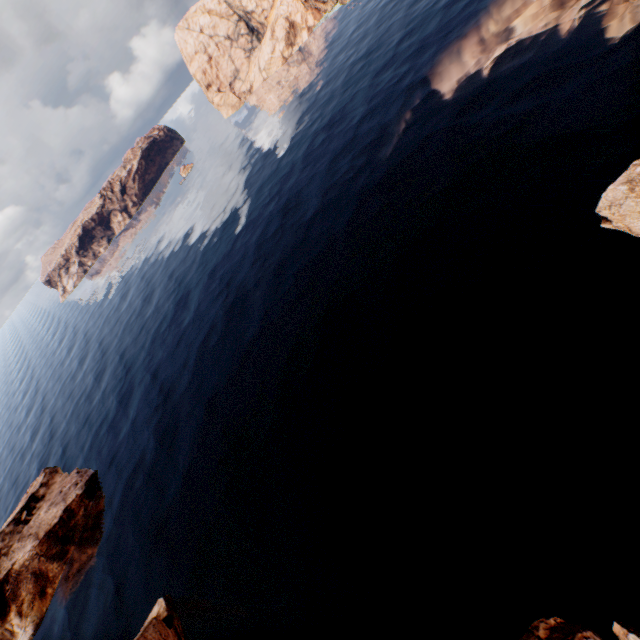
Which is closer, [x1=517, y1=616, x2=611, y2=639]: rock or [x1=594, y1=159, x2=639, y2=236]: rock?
[x1=517, y1=616, x2=611, y2=639]: rock

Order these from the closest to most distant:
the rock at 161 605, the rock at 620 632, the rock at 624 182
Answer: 1. the rock at 620 632
2. the rock at 624 182
3. the rock at 161 605

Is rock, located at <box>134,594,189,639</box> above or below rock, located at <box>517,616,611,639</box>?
above

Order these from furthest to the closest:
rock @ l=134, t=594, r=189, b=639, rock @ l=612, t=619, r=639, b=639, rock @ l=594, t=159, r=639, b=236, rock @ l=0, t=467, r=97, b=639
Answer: rock @ l=0, t=467, r=97, b=639
rock @ l=134, t=594, r=189, b=639
rock @ l=594, t=159, r=639, b=236
rock @ l=612, t=619, r=639, b=639

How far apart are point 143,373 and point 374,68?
69.2 meters

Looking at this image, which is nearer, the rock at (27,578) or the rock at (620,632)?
the rock at (620,632)
